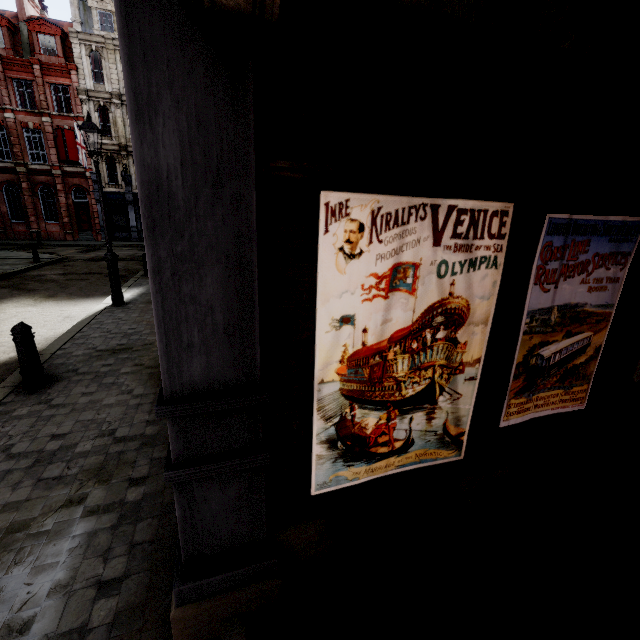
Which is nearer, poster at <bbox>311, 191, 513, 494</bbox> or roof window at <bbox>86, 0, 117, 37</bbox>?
poster at <bbox>311, 191, 513, 494</bbox>

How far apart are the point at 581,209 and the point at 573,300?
0.66m

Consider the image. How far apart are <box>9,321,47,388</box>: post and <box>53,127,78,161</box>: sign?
31.6m

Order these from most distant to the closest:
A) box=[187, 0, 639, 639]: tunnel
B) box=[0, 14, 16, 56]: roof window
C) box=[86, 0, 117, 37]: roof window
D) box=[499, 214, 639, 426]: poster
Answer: box=[86, 0, 117, 37]: roof window < box=[0, 14, 16, 56]: roof window < box=[499, 214, 639, 426]: poster < box=[187, 0, 639, 639]: tunnel

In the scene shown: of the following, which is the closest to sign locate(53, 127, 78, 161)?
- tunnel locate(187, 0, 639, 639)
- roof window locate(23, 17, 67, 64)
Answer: roof window locate(23, 17, 67, 64)

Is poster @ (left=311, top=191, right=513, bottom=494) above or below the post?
above

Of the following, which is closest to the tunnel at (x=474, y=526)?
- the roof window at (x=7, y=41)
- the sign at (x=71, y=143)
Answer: the sign at (x=71, y=143)

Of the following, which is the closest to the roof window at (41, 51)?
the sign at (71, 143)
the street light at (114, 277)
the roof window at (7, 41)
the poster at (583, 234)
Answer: the roof window at (7, 41)
